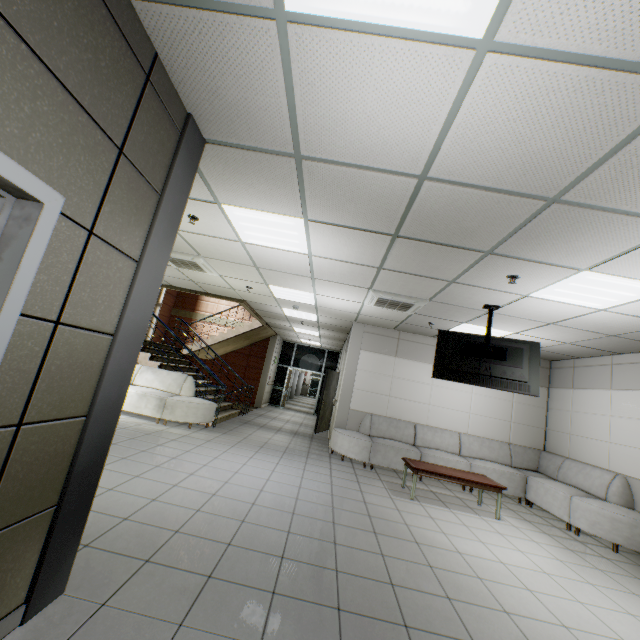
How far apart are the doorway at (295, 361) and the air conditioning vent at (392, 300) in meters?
9.4 m

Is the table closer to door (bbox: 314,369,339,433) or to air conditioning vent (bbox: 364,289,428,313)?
air conditioning vent (bbox: 364,289,428,313)

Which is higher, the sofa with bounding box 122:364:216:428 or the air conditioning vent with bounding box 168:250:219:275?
Result: the air conditioning vent with bounding box 168:250:219:275

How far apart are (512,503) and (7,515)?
8.0m

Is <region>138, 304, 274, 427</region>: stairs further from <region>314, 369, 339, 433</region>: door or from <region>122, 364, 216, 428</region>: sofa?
<region>314, 369, 339, 433</region>: door

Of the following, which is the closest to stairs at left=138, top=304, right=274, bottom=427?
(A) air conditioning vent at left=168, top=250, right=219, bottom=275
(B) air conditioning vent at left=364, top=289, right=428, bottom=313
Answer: (A) air conditioning vent at left=168, top=250, right=219, bottom=275

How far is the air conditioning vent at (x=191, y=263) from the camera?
5.64m

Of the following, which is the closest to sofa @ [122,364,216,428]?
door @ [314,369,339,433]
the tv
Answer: door @ [314,369,339,433]
